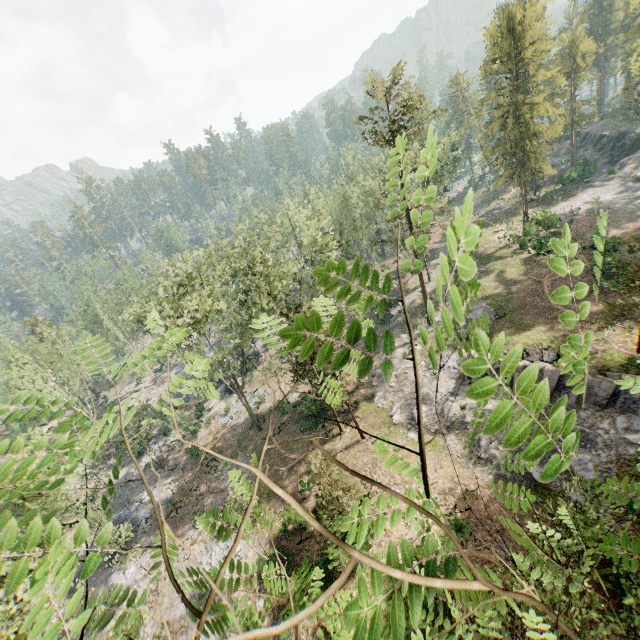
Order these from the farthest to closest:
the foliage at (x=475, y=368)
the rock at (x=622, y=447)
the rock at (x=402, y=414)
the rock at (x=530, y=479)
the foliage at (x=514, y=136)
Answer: the foliage at (x=514, y=136)
the rock at (x=402, y=414)
the rock at (x=530, y=479)
the rock at (x=622, y=447)
the foliage at (x=475, y=368)

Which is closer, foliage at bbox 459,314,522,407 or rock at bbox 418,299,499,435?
foliage at bbox 459,314,522,407

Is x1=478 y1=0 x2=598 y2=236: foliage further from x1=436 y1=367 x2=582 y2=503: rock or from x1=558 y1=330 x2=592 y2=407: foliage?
x1=558 y1=330 x2=592 y2=407: foliage

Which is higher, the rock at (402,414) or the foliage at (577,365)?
the foliage at (577,365)

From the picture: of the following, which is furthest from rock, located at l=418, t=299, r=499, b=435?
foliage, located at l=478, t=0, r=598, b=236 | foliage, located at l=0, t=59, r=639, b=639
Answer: foliage, located at l=0, t=59, r=639, b=639

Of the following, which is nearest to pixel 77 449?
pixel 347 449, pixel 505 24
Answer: pixel 347 449

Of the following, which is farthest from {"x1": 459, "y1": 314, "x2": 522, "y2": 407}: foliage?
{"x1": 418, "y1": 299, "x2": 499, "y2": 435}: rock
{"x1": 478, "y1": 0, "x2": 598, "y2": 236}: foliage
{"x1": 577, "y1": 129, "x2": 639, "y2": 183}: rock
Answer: {"x1": 577, "y1": 129, "x2": 639, "y2": 183}: rock

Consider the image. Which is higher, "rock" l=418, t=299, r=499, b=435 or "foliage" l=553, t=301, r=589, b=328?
"foliage" l=553, t=301, r=589, b=328
